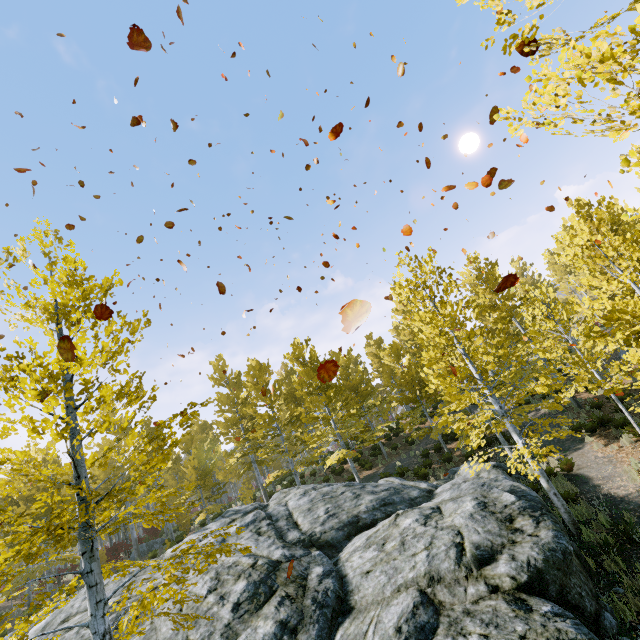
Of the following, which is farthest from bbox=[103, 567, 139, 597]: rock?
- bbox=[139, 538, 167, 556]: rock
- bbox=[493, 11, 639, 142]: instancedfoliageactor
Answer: bbox=[139, 538, 167, 556]: rock

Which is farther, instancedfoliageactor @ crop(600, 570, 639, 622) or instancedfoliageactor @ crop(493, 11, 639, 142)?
instancedfoliageactor @ crop(600, 570, 639, 622)

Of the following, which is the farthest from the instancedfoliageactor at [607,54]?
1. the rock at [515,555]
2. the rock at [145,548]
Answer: the rock at [145,548]

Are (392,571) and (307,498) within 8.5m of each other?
yes

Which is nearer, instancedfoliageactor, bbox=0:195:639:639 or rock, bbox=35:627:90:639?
instancedfoliageactor, bbox=0:195:639:639
